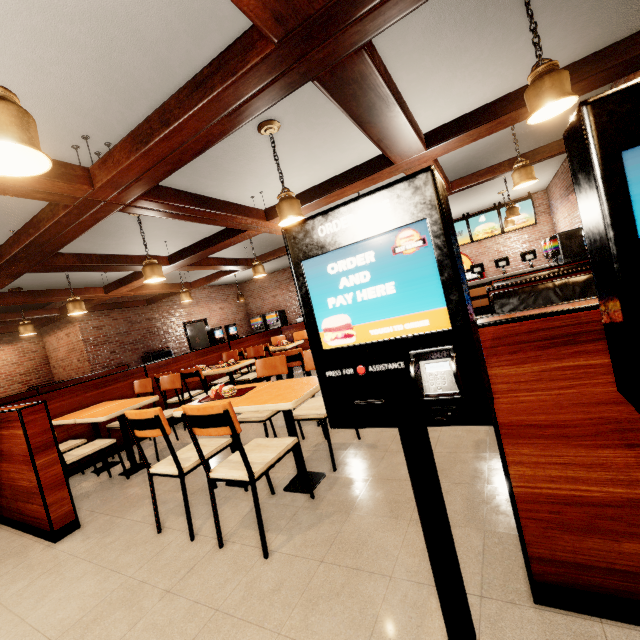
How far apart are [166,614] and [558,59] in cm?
605
